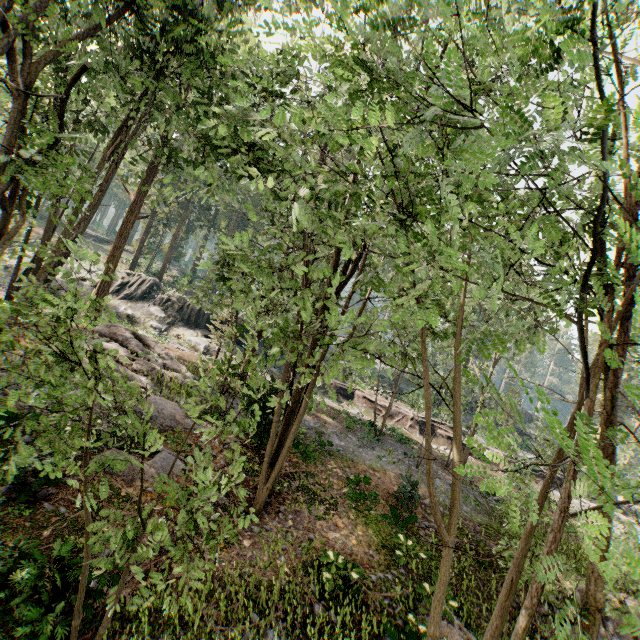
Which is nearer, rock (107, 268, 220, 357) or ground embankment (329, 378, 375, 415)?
rock (107, 268, 220, 357)

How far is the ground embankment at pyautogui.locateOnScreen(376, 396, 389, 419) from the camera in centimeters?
3242cm

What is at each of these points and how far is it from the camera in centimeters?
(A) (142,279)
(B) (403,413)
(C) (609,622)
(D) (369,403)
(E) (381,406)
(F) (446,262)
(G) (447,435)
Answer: (A) rock, 3312cm
(B) ground embankment, 3241cm
(C) rock, 1053cm
(D) ground embankment, 3359cm
(E) ground embankment, 3309cm
(F) foliage, 358cm
(G) ground embankment, 3136cm

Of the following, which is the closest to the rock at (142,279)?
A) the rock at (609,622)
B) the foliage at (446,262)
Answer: the foliage at (446,262)

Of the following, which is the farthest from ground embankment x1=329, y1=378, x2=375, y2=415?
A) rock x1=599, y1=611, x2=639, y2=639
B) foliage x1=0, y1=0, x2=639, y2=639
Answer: rock x1=599, y1=611, x2=639, y2=639

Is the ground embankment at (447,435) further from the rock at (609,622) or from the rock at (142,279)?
the rock at (609,622)

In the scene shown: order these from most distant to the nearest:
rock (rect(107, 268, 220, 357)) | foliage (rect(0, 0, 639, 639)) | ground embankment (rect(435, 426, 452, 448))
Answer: ground embankment (rect(435, 426, 452, 448)) → rock (rect(107, 268, 220, 357)) → foliage (rect(0, 0, 639, 639))
